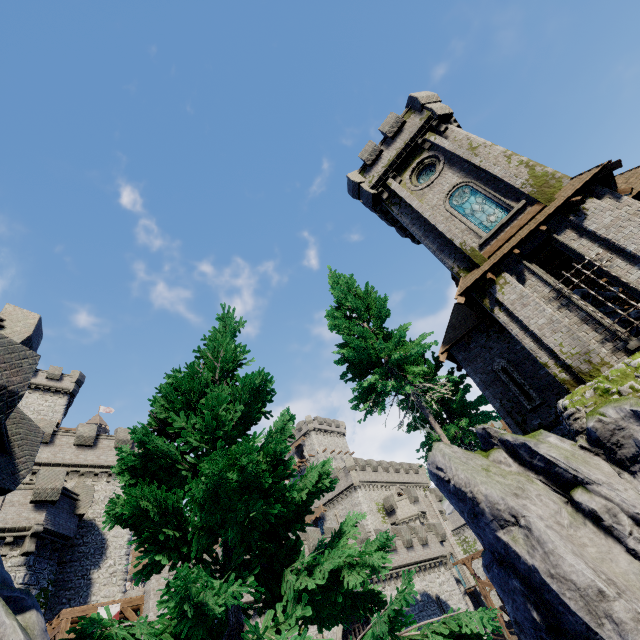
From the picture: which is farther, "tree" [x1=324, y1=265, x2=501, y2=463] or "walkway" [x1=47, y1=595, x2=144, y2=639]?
"walkway" [x1=47, y1=595, x2=144, y2=639]

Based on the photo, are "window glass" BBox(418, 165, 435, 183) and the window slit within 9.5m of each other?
no

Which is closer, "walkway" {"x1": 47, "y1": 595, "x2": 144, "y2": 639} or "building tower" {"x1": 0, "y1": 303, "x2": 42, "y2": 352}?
"building tower" {"x1": 0, "y1": 303, "x2": 42, "y2": 352}

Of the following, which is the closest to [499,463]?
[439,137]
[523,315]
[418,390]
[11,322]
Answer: [418,390]

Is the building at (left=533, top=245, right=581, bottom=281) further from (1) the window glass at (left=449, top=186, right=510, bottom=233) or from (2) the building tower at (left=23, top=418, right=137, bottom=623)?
(2) the building tower at (left=23, top=418, right=137, bottom=623)

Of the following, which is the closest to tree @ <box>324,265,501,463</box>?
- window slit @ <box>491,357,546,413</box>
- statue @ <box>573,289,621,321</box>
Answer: window slit @ <box>491,357,546,413</box>

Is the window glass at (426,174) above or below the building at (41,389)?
below

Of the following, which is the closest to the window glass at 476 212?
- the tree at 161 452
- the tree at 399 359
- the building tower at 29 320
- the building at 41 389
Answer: the tree at 399 359
